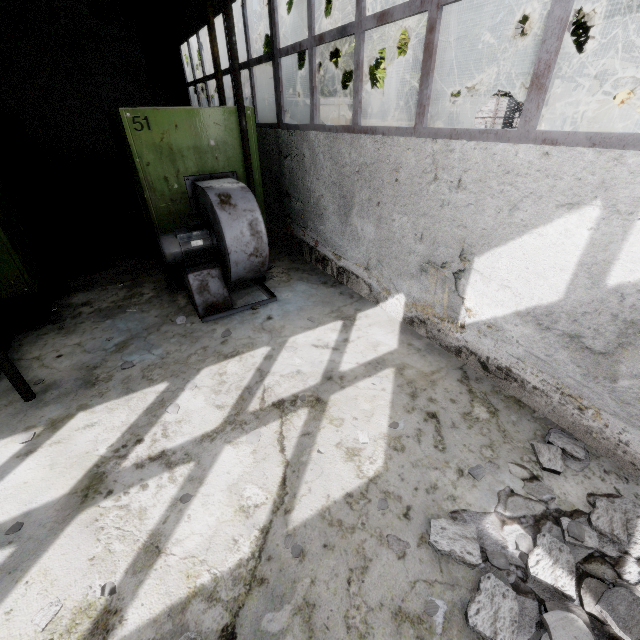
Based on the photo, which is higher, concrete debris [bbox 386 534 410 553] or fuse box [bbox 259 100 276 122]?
fuse box [bbox 259 100 276 122]

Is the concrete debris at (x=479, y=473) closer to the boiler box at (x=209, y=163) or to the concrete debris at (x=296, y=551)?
the concrete debris at (x=296, y=551)

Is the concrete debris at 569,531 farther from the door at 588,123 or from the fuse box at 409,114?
the door at 588,123

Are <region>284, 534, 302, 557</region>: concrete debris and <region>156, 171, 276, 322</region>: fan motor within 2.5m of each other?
no

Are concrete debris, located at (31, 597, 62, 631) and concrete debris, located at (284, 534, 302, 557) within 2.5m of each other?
yes

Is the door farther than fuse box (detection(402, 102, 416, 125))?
No

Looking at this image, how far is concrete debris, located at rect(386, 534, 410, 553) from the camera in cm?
250

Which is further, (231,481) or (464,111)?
(464,111)
